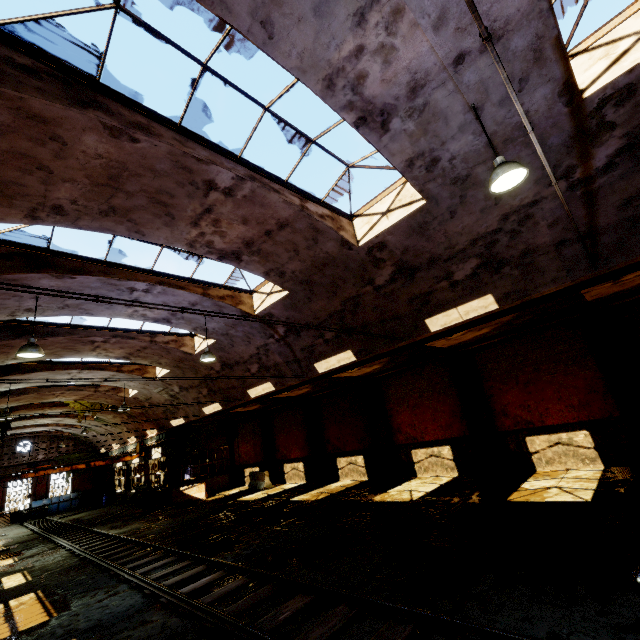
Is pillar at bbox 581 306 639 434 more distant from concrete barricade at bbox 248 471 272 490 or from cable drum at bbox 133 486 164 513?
cable drum at bbox 133 486 164 513

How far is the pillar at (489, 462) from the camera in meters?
12.7

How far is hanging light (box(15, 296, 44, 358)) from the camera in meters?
7.9

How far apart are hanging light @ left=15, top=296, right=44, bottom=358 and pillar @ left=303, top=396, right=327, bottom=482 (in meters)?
14.25

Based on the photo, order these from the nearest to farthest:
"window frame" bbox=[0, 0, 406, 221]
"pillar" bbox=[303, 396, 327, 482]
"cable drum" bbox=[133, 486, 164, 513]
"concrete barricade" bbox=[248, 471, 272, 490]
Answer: "window frame" bbox=[0, 0, 406, 221]
"pillar" bbox=[303, 396, 327, 482]
"concrete barricade" bbox=[248, 471, 272, 490]
"cable drum" bbox=[133, 486, 164, 513]

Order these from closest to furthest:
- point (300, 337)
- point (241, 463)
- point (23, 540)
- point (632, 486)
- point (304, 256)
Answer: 1. point (632, 486)
2. point (304, 256)
3. point (300, 337)
4. point (23, 540)
5. point (241, 463)

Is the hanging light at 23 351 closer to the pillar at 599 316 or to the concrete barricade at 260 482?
the concrete barricade at 260 482

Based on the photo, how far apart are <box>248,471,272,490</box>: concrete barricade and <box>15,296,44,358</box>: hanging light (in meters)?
15.55
